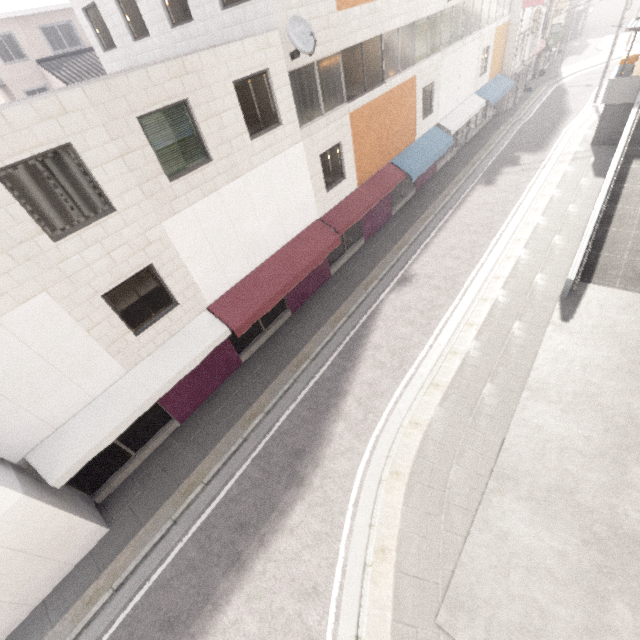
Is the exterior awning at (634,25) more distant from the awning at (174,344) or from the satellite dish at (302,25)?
the awning at (174,344)

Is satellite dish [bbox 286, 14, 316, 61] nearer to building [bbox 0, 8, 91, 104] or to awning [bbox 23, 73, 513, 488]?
awning [bbox 23, 73, 513, 488]

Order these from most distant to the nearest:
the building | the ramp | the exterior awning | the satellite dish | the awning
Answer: the building → the exterior awning → the ramp → the satellite dish → the awning

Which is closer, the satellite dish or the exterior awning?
the satellite dish

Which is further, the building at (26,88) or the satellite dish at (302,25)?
the building at (26,88)

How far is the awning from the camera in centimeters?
797cm

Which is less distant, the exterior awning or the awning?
the awning

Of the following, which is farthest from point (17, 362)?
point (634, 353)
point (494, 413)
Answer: point (634, 353)
